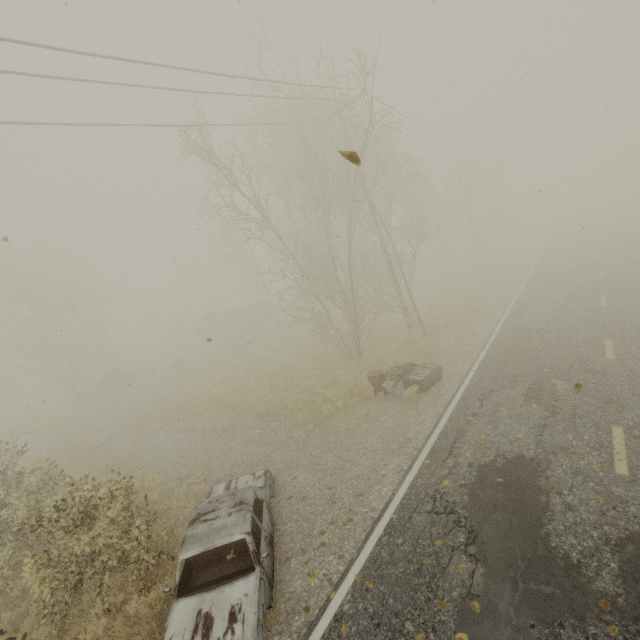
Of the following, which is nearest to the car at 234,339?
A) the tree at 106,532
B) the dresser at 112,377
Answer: the dresser at 112,377

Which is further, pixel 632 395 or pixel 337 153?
pixel 337 153

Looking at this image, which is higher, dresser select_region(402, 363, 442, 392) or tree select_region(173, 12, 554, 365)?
tree select_region(173, 12, 554, 365)

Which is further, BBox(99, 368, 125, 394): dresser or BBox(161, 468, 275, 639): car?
Answer: BBox(99, 368, 125, 394): dresser

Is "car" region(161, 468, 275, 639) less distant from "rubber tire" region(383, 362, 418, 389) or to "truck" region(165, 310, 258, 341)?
"rubber tire" region(383, 362, 418, 389)

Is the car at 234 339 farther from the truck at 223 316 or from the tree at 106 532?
the tree at 106 532

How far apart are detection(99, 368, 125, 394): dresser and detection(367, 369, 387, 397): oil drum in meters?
20.8 m

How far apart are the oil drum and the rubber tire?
0.0 meters
